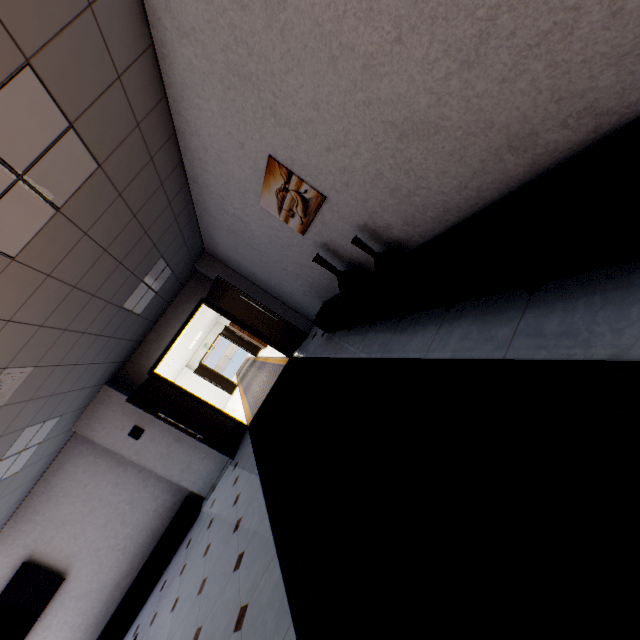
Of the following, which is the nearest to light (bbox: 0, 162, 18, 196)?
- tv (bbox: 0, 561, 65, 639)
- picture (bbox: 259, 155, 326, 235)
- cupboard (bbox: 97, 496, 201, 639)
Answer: picture (bbox: 259, 155, 326, 235)

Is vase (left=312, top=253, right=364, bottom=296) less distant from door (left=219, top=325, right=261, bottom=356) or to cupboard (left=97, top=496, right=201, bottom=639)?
A: cupboard (left=97, top=496, right=201, bottom=639)

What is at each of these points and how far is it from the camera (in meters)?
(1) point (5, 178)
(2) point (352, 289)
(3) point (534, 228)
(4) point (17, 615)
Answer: (1) light, 2.01
(2) vase, 3.73
(3) cupboard, 1.56
(4) tv, 5.92

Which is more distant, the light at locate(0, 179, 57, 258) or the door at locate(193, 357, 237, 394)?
the door at locate(193, 357, 237, 394)

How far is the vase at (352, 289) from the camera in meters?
3.7 m

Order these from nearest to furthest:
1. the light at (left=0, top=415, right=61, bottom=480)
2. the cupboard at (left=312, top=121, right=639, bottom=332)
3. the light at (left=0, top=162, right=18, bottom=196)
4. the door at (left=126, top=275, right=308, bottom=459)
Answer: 1. the cupboard at (left=312, top=121, right=639, bottom=332)
2. the light at (left=0, top=162, right=18, bottom=196)
3. the light at (left=0, top=415, right=61, bottom=480)
4. the door at (left=126, top=275, right=308, bottom=459)

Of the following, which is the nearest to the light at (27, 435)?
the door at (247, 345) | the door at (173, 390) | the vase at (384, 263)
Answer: the door at (173, 390)

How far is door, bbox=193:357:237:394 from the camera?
17.52m
